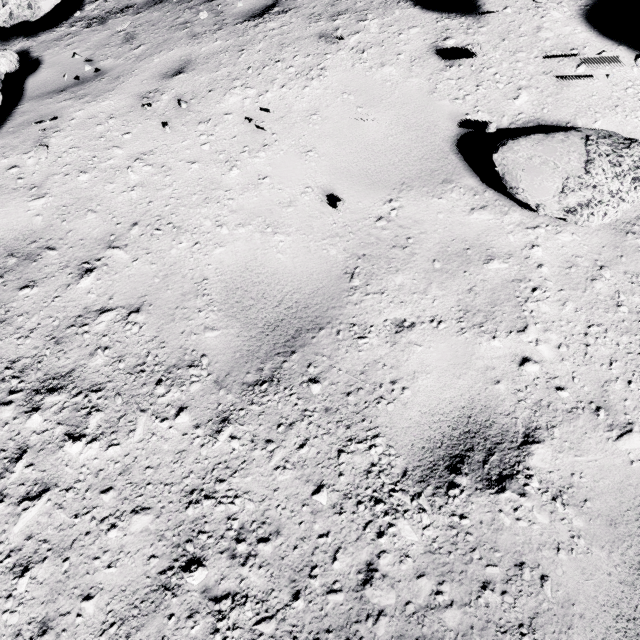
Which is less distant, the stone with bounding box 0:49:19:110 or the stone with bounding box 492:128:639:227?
the stone with bounding box 492:128:639:227

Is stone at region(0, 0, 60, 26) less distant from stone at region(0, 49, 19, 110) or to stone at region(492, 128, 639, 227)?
stone at region(0, 49, 19, 110)

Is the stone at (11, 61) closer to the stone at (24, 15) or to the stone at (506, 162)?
the stone at (24, 15)

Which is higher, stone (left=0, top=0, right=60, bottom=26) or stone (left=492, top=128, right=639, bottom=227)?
stone (left=0, top=0, right=60, bottom=26)

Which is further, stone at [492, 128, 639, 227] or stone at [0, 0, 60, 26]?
stone at [0, 0, 60, 26]

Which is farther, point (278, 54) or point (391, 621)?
point (278, 54)

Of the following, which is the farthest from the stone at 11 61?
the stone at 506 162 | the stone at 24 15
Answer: the stone at 506 162
